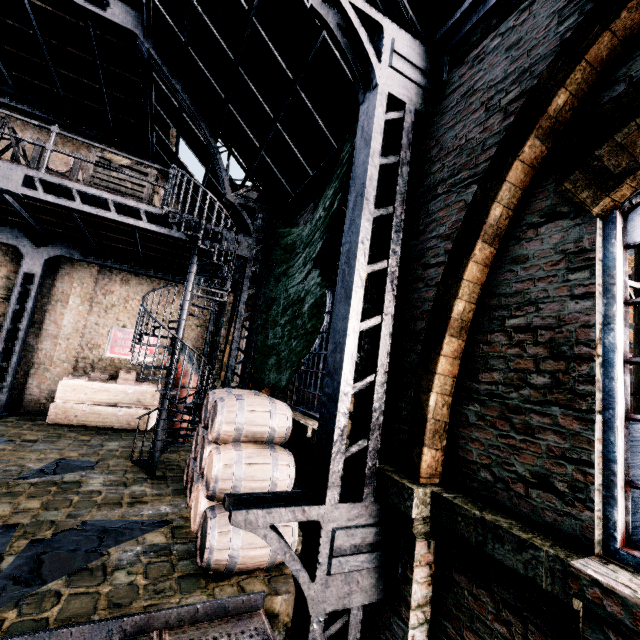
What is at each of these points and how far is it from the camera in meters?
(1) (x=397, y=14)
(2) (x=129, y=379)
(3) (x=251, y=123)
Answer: (1) building, 4.5
(2) wooden crate, 12.0
(3) building, 8.1

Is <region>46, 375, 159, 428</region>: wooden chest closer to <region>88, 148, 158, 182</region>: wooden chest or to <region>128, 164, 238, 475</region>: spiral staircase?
<region>128, 164, 238, 475</region>: spiral staircase

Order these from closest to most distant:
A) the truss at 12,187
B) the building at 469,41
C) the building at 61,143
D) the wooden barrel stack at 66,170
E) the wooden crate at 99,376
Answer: the building at 469,41 → the truss at 12,187 → the wooden barrel stack at 66,170 → the wooden crate at 99,376 → the building at 61,143

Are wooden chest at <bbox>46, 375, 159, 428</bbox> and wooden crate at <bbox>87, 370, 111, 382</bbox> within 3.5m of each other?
yes

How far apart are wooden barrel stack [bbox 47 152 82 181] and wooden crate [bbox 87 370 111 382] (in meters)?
6.60

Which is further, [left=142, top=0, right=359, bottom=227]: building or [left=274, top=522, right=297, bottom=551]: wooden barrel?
[left=142, top=0, right=359, bottom=227]: building

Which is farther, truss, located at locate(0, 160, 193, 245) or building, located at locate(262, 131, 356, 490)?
truss, located at locate(0, 160, 193, 245)

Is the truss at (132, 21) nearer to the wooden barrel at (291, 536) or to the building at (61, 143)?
the building at (61, 143)
